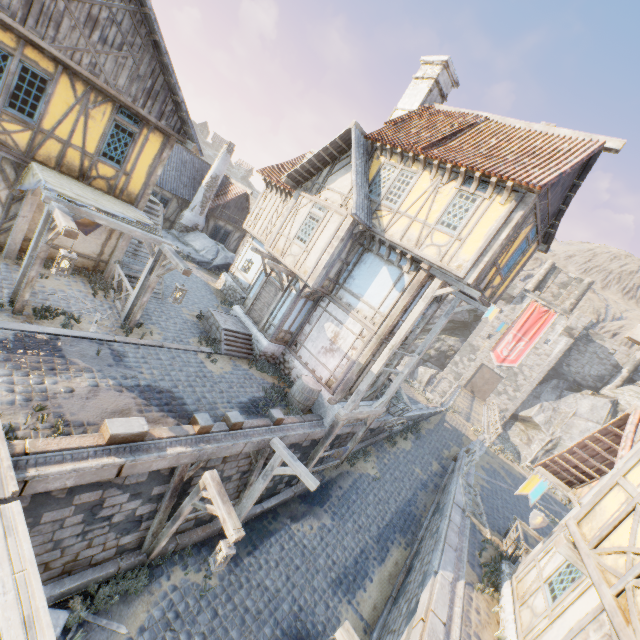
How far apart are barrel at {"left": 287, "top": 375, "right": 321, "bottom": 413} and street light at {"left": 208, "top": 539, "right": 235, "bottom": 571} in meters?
5.2

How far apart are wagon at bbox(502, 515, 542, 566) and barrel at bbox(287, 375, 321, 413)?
7.9m

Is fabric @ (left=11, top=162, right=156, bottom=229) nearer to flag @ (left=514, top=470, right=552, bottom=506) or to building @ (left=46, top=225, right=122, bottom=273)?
building @ (left=46, top=225, right=122, bottom=273)

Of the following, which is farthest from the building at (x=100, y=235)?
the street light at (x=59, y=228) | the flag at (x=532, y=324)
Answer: the flag at (x=532, y=324)

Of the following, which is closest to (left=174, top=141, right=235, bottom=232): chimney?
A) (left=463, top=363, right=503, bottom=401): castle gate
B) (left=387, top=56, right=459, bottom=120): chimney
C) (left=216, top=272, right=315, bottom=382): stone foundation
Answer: (left=216, top=272, right=315, bottom=382): stone foundation

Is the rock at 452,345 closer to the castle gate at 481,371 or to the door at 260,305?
the castle gate at 481,371

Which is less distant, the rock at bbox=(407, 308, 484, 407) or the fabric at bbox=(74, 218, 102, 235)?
the fabric at bbox=(74, 218, 102, 235)

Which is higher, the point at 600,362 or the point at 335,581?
the point at 600,362
